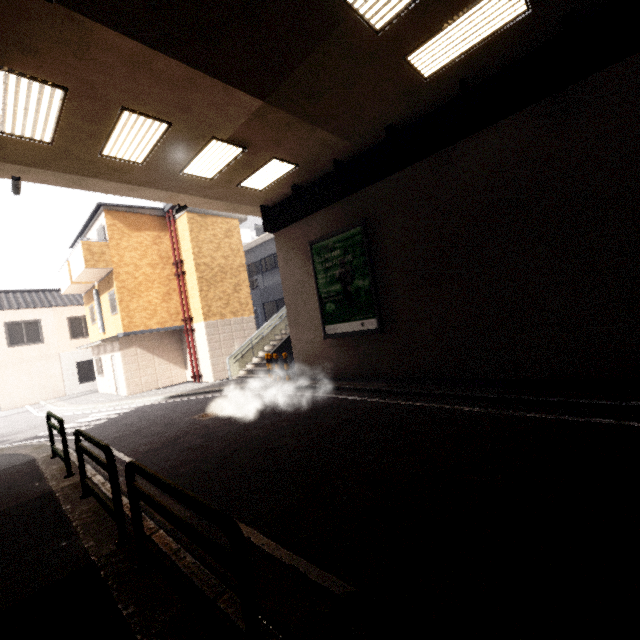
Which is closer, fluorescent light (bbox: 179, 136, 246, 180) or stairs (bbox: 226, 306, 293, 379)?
fluorescent light (bbox: 179, 136, 246, 180)

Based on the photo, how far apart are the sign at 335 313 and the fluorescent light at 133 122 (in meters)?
5.44

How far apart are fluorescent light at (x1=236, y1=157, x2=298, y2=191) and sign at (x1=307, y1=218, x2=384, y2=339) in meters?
2.3 m

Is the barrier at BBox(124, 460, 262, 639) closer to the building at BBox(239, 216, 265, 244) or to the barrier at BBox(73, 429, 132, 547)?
the barrier at BBox(73, 429, 132, 547)

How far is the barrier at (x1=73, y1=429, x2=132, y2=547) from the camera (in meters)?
3.57

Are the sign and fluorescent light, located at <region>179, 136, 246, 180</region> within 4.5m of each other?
yes

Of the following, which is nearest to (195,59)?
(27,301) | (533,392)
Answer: (533,392)

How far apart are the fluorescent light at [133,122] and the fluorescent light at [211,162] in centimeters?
94cm
